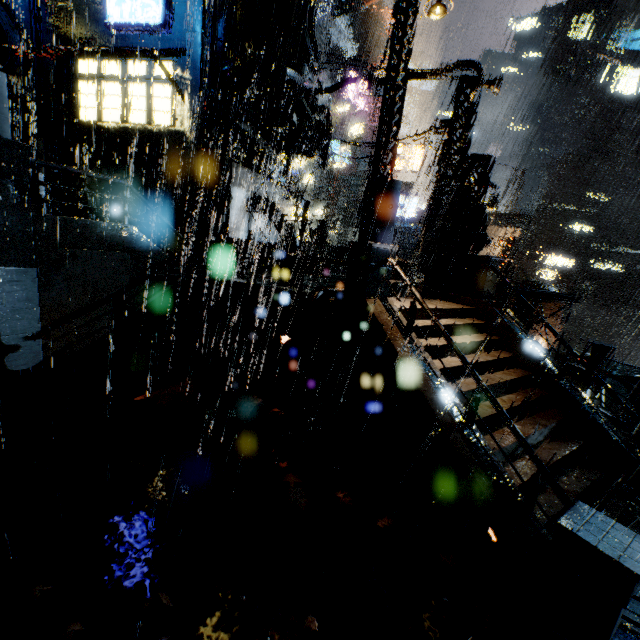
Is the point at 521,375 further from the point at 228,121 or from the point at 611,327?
the point at 611,327

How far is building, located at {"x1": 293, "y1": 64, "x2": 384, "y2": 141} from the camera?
16.34m

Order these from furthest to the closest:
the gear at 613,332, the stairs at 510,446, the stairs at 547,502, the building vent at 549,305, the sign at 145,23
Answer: the gear at 613,332
the building vent at 549,305
the sign at 145,23
the stairs at 510,446
the stairs at 547,502

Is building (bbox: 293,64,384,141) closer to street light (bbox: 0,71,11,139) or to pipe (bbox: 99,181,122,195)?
pipe (bbox: 99,181,122,195)

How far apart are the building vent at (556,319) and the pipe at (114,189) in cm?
2790

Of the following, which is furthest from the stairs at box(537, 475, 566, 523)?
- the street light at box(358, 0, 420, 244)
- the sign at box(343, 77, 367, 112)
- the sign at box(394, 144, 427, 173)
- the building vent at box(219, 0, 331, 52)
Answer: the sign at box(394, 144, 427, 173)

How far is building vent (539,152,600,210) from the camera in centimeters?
5231cm

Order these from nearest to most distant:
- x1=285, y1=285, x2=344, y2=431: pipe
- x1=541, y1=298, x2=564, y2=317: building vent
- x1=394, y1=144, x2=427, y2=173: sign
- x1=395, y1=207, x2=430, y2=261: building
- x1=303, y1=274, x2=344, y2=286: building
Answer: x1=285, y1=285, x2=344, y2=431: pipe
x1=303, y1=274, x2=344, y2=286: building
x1=541, y1=298, x2=564, y2=317: building vent
x1=394, y1=144, x2=427, y2=173: sign
x1=395, y1=207, x2=430, y2=261: building
